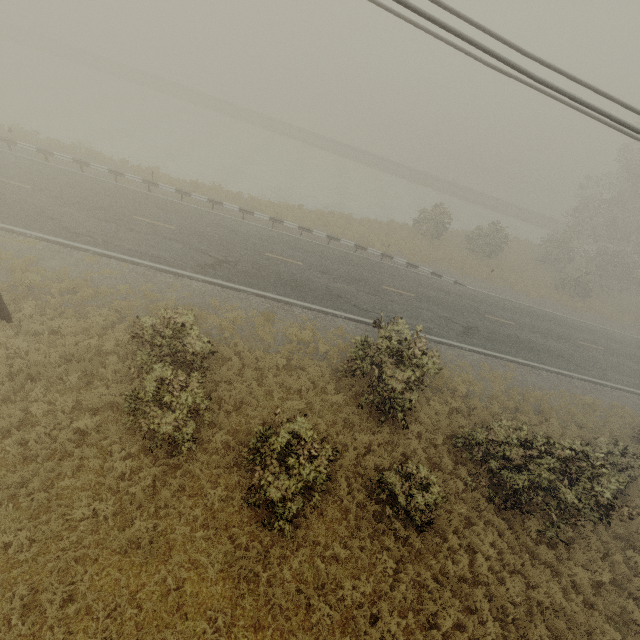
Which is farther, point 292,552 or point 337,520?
point 337,520
